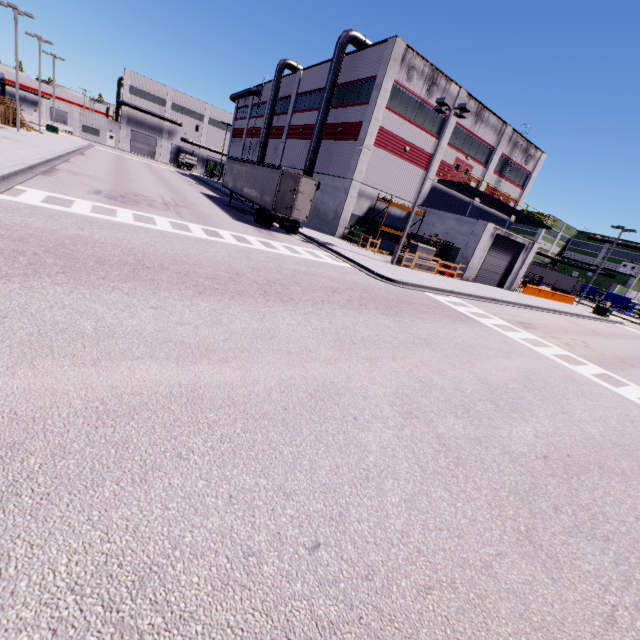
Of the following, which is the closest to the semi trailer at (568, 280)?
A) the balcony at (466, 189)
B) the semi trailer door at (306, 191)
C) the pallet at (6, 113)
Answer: the semi trailer door at (306, 191)

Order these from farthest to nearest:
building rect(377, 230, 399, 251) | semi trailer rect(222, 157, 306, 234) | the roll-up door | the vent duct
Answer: building rect(377, 230, 399, 251) < the roll-up door < the vent duct < semi trailer rect(222, 157, 306, 234)

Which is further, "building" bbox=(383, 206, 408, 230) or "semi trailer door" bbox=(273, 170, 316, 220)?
"building" bbox=(383, 206, 408, 230)

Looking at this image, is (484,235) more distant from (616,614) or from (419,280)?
(616,614)

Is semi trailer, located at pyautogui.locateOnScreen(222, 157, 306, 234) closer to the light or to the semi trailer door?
the semi trailer door

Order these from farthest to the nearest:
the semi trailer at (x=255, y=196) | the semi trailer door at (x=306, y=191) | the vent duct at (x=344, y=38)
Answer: the vent duct at (x=344, y=38) < the semi trailer at (x=255, y=196) < the semi trailer door at (x=306, y=191)

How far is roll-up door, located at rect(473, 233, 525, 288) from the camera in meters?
27.7 m

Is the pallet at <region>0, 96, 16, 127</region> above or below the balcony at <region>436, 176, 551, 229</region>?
below
